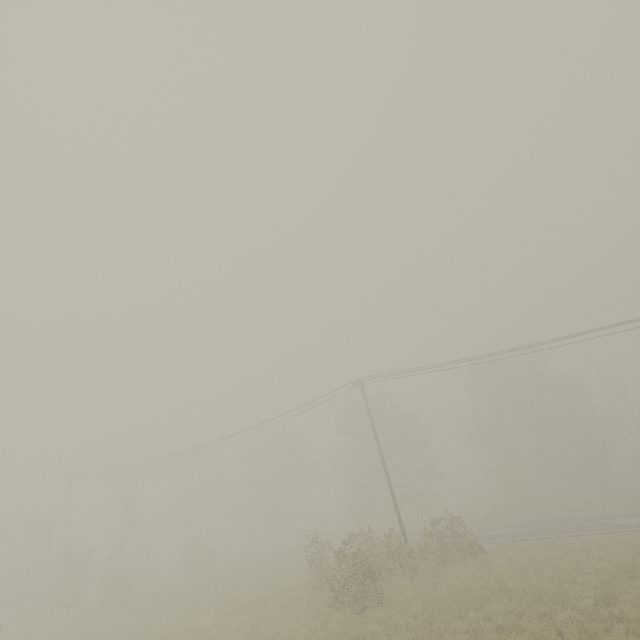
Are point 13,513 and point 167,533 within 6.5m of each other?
no

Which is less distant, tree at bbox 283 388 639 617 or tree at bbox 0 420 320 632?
tree at bbox 283 388 639 617

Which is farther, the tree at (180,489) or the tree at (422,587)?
the tree at (180,489)
